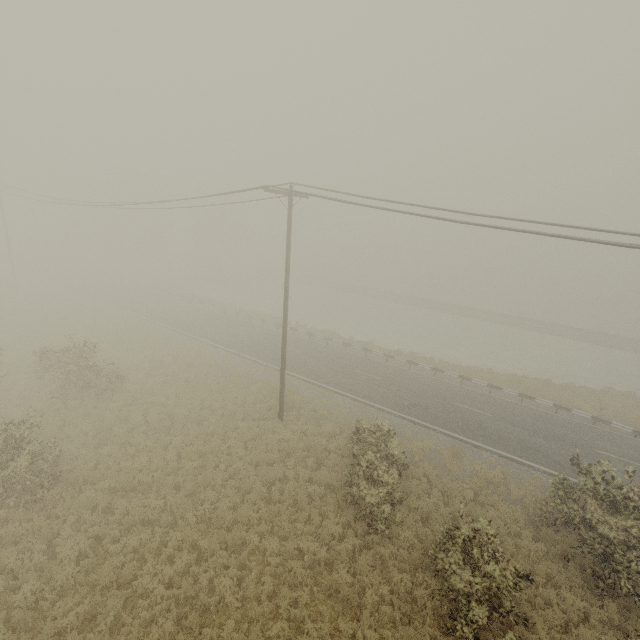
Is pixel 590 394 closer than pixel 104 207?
Yes
